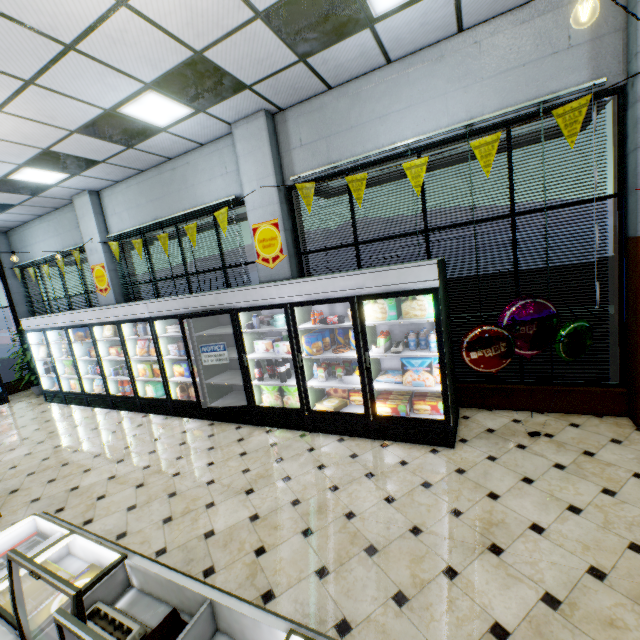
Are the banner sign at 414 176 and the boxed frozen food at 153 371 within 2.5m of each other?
no

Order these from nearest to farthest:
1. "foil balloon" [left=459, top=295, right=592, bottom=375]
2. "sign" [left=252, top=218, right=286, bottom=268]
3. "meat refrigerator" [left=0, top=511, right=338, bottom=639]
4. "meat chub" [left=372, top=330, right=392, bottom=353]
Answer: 1. "meat refrigerator" [left=0, top=511, right=338, bottom=639]
2. "foil balloon" [left=459, top=295, right=592, bottom=375]
3. "meat chub" [left=372, top=330, right=392, bottom=353]
4. "sign" [left=252, top=218, right=286, bottom=268]

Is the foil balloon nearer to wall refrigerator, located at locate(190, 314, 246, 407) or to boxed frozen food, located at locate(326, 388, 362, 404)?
wall refrigerator, located at locate(190, 314, 246, 407)

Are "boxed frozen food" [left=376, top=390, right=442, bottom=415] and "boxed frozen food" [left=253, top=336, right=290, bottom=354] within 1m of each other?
no

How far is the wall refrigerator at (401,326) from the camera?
3.94m

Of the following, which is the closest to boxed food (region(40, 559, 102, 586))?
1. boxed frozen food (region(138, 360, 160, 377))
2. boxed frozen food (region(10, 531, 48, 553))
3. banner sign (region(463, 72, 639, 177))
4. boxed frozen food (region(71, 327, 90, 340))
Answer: boxed frozen food (region(10, 531, 48, 553))

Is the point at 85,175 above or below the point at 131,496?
above

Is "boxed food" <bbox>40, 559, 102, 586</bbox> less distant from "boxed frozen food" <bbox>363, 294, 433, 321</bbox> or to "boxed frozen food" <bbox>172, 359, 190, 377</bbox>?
"boxed frozen food" <bbox>363, 294, 433, 321</bbox>
